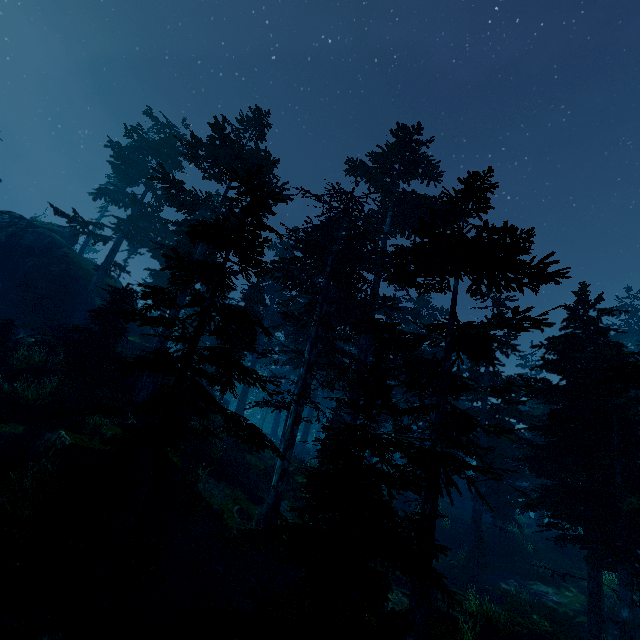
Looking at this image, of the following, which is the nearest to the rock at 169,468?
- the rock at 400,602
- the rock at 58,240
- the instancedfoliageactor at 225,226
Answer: the instancedfoliageactor at 225,226

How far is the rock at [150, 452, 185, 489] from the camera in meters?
11.7

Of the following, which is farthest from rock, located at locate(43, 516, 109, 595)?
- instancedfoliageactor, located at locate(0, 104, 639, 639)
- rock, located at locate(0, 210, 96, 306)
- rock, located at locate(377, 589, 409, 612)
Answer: rock, located at locate(377, 589, 409, 612)

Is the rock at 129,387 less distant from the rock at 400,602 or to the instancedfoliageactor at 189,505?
the instancedfoliageactor at 189,505

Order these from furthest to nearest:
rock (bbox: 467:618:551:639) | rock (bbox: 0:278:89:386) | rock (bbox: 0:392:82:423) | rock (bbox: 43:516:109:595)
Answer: rock (bbox: 0:278:89:386) → rock (bbox: 0:392:82:423) → rock (bbox: 467:618:551:639) → rock (bbox: 43:516:109:595)

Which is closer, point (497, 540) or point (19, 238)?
point (497, 540)

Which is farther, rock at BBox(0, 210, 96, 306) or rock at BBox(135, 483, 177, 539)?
rock at BBox(0, 210, 96, 306)
